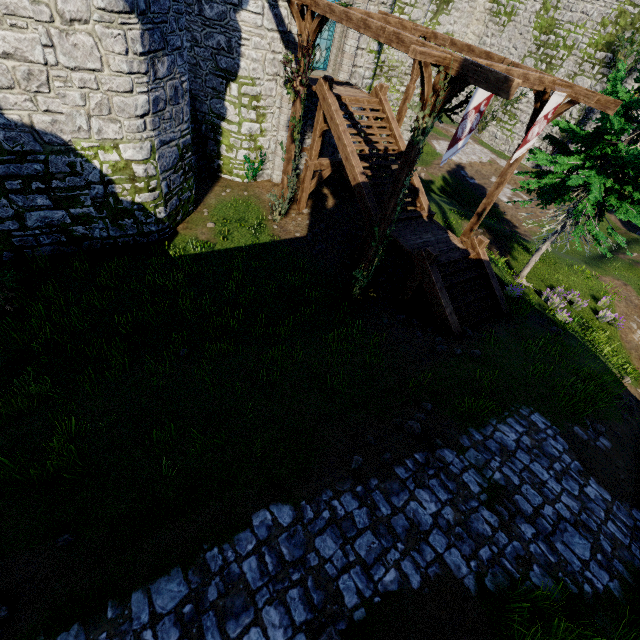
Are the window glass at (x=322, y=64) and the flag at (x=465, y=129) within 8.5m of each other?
no

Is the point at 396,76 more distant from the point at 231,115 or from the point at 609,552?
the point at 609,552

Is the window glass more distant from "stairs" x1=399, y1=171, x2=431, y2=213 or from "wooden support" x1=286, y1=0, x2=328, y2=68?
"wooden support" x1=286, y1=0, x2=328, y2=68

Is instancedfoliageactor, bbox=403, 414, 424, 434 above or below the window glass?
below

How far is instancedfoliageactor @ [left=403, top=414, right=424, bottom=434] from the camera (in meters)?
6.36

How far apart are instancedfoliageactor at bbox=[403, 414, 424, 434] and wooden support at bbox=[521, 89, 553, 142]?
10.7m

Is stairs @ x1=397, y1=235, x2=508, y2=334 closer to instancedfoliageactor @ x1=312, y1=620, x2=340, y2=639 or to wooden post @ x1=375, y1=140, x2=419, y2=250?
wooden post @ x1=375, y1=140, x2=419, y2=250

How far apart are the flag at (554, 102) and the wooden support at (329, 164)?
7.3 meters
